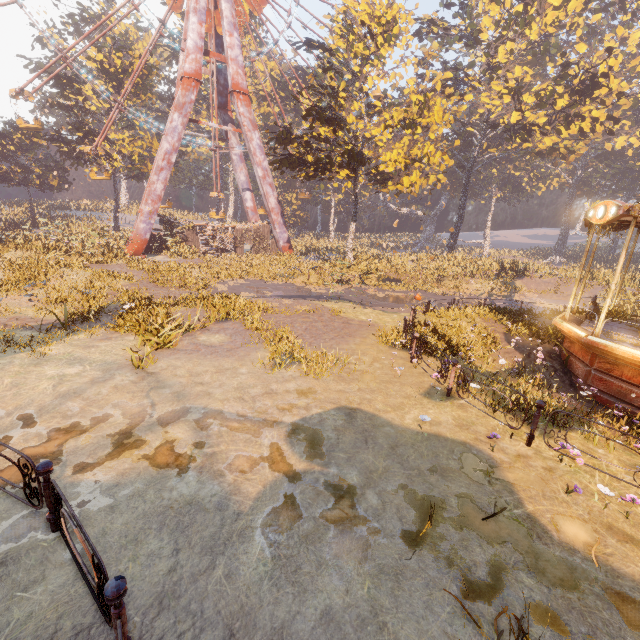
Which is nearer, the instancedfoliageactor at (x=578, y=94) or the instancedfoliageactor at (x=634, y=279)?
the instancedfoliageactor at (x=634, y=279)

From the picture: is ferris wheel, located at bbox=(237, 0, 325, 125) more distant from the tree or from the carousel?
the carousel

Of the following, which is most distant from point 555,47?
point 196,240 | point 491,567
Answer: point 491,567

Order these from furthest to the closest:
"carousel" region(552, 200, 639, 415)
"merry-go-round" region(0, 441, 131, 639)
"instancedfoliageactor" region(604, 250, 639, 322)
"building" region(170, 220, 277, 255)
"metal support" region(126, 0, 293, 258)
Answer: "building" region(170, 220, 277, 255)
"metal support" region(126, 0, 293, 258)
"instancedfoliageactor" region(604, 250, 639, 322)
"carousel" region(552, 200, 639, 415)
"merry-go-round" region(0, 441, 131, 639)

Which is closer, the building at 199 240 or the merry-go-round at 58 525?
the merry-go-round at 58 525

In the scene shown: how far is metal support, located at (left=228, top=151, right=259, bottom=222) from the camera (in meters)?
37.09

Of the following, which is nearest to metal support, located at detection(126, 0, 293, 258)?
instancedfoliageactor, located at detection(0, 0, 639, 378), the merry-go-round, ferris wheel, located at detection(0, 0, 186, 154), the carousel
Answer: ferris wheel, located at detection(0, 0, 186, 154)

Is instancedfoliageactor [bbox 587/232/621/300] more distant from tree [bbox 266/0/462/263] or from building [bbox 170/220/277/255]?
building [bbox 170/220/277/255]
